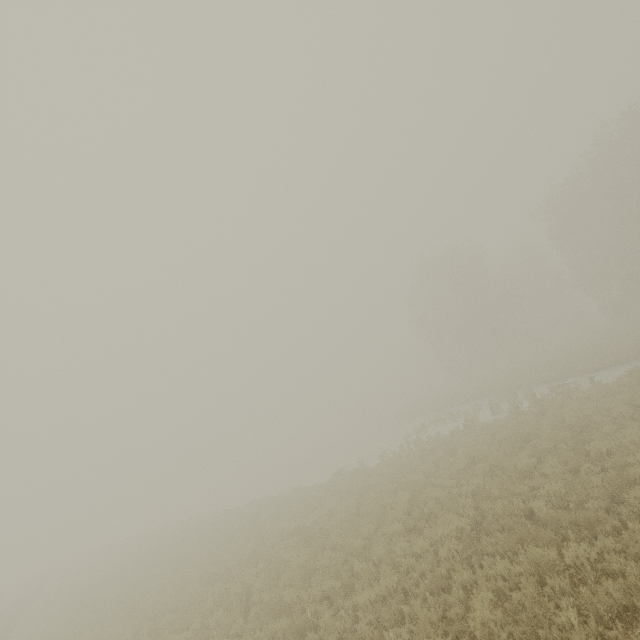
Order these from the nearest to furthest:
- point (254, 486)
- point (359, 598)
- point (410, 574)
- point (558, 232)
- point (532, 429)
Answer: point (359, 598)
point (410, 574)
point (532, 429)
point (558, 232)
point (254, 486)
